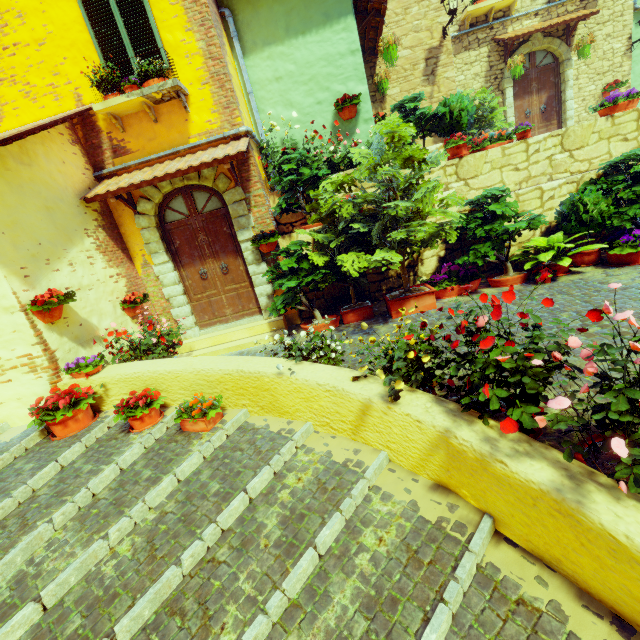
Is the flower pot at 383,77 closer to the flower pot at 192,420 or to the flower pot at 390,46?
the flower pot at 390,46

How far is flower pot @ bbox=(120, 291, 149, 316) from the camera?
5.9m

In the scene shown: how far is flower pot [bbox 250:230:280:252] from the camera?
6.2 meters

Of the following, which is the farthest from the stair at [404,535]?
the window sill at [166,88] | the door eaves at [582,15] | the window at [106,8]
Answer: the door eaves at [582,15]

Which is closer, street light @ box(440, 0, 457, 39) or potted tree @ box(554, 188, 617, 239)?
potted tree @ box(554, 188, 617, 239)

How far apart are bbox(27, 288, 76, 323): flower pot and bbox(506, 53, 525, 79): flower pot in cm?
1185

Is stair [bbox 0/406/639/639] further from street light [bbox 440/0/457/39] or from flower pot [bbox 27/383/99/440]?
street light [bbox 440/0/457/39]

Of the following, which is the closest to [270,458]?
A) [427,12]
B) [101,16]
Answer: [101,16]
